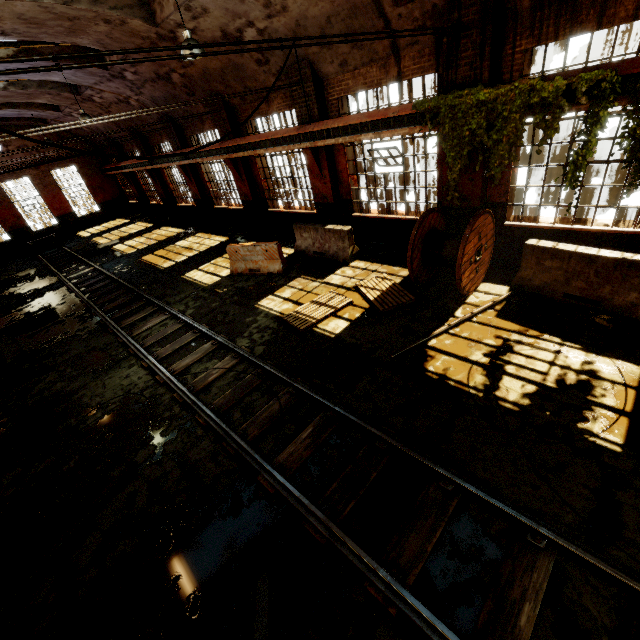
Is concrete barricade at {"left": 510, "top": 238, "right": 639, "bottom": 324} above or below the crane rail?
below

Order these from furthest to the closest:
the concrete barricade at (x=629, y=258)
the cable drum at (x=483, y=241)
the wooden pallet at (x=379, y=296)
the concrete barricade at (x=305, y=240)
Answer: the concrete barricade at (x=305, y=240), the wooden pallet at (x=379, y=296), the cable drum at (x=483, y=241), the concrete barricade at (x=629, y=258)

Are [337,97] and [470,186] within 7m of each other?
yes

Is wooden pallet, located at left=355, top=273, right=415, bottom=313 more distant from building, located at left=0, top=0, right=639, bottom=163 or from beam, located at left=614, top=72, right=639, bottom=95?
beam, located at left=614, top=72, right=639, bottom=95

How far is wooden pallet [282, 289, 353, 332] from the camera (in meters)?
7.91

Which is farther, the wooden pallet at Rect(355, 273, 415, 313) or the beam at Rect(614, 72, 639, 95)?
the wooden pallet at Rect(355, 273, 415, 313)

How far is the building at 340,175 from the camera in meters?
10.7 m

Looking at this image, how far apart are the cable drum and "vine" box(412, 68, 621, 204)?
0.4m
